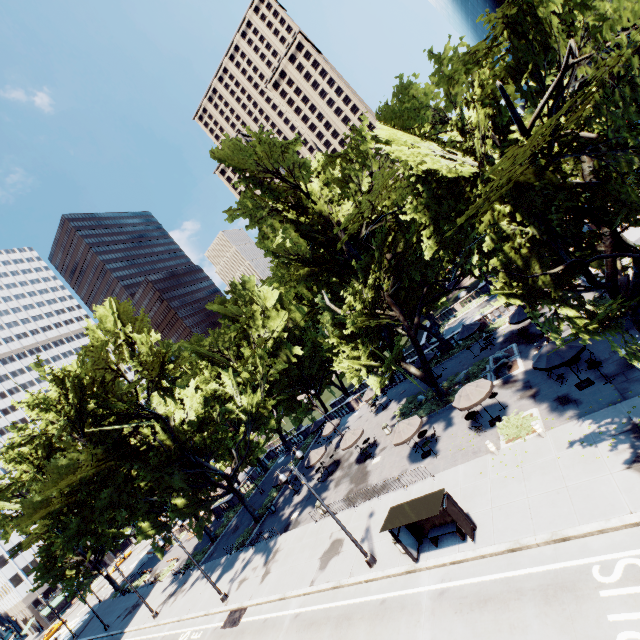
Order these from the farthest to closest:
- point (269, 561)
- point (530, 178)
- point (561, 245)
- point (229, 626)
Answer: point (269, 561)
point (229, 626)
point (561, 245)
point (530, 178)

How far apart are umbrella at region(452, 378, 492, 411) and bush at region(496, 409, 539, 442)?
1.6m

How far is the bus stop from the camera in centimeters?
1427cm

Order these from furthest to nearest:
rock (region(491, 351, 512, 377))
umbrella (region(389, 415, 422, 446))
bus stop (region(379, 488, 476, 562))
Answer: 1. rock (region(491, 351, 512, 377))
2. umbrella (region(389, 415, 422, 446))
3. bus stop (region(379, 488, 476, 562))

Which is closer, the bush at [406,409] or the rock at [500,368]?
the rock at [500,368]

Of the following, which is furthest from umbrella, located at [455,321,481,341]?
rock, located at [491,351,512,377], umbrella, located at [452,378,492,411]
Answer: umbrella, located at [452,378,492,411]

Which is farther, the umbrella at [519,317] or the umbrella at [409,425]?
the umbrella at [519,317]

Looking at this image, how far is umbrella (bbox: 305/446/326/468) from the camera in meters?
31.2 m
